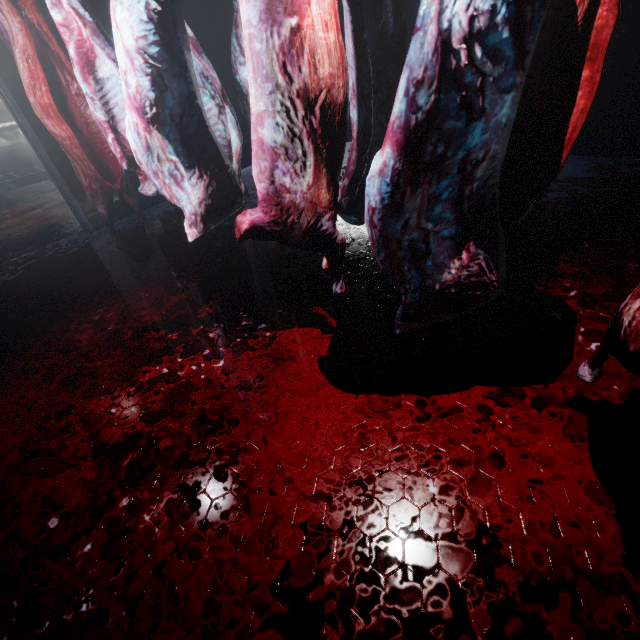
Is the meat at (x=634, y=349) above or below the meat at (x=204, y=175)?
below

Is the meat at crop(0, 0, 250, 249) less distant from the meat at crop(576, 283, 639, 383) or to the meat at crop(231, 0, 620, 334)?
the meat at crop(231, 0, 620, 334)

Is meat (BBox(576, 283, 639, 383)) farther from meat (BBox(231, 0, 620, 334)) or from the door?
the door

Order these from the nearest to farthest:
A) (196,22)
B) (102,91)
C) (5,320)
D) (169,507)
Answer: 1. (169,507)
2. (102,91)
3. (5,320)
4. (196,22)

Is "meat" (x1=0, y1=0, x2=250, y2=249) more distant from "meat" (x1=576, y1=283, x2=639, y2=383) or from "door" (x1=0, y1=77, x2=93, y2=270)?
"meat" (x1=576, y1=283, x2=639, y2=383)

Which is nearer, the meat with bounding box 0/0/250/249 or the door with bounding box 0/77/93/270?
the meat with bounding box 0/0/250/249

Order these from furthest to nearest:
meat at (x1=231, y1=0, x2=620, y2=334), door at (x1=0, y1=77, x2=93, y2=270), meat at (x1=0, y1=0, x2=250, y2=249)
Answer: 1. door at (x1=0, y1=77, x2=93, y2=270)
2. meat at (x1=0, y1=0, x2=250, y2=249)
3. meat at (x1=231, y1=0, x2=620, y2=334)

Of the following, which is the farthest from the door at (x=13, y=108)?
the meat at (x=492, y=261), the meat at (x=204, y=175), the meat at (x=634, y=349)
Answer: the meat at (x=634, y=349)
